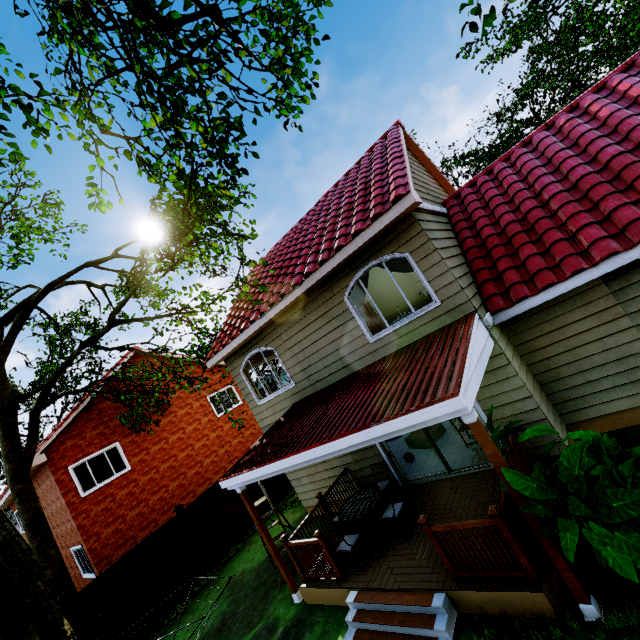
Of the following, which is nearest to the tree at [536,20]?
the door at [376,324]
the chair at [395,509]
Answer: the door at [376,324]

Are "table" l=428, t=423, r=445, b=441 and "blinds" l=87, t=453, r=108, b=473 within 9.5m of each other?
no

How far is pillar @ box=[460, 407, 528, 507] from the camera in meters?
4.1

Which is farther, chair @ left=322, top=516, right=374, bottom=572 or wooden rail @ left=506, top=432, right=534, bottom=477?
chair @ left=322, top=516, right=374, bottom=572

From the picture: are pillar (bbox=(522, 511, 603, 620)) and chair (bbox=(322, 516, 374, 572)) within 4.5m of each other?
yes

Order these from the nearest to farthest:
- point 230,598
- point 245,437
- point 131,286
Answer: point 230,598
point 245,437
point 131,286

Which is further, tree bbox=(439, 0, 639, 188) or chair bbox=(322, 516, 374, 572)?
tree bbox=(439, 0, 639, 188)

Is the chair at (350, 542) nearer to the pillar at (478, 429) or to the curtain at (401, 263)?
the pillar at (478, 429)
